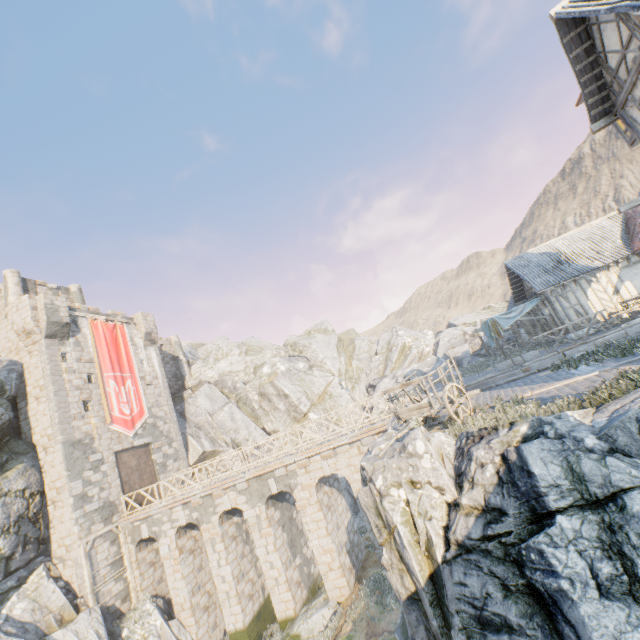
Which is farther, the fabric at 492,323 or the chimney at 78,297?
the chimney at 78,297

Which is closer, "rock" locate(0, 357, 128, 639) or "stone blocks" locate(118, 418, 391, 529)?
"rock" locate(0, 357, 128, 639)

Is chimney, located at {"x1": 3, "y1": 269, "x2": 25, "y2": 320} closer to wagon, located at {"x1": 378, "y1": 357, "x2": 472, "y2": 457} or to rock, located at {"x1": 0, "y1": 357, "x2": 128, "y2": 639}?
rock, located at {"x1": 0, "y1": 357, "x2": 128, "y2": 639}

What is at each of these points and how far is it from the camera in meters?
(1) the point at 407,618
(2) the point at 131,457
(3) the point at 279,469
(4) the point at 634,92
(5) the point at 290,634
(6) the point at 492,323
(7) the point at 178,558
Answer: (1) rock, 6.7
(2) castle gate, 21.9
(3) stone blocks, 16.5
(4) building, 9.1
(5) rock, 14.5
(6) fabric, 21.2
(7) stone blocks, 17.8

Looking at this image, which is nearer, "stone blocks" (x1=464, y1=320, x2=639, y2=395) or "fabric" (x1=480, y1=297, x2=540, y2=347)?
"stone blocks" (x1=464, y1=320, x2=639, y2=395)

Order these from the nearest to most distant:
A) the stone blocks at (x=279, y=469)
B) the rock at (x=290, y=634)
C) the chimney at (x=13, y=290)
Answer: the rock at (x=290, y=634), the stone blocks at (x=279, y=469), the chimney at (x=13, y=290)

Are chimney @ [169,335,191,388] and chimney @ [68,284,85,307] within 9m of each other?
yes

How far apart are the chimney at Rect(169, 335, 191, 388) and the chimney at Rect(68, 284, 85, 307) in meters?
7.3
